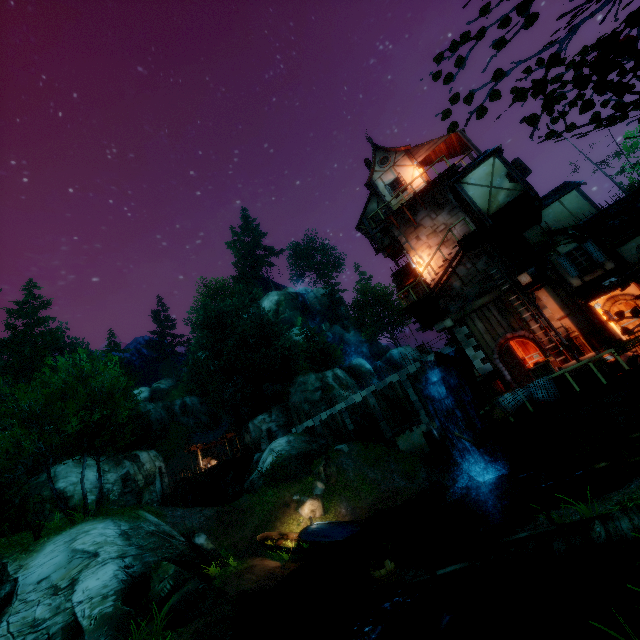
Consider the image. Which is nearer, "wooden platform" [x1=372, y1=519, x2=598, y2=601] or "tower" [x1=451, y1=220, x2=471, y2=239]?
"wooden platform" [x1=372, y1=519, x2=598, y2=601]

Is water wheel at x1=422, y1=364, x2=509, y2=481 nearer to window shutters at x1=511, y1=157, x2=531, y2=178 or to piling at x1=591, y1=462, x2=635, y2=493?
piling at x1=591, y1=462, x2=635, y2=493

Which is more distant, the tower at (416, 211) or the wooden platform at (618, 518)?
the tower at (416, 211)

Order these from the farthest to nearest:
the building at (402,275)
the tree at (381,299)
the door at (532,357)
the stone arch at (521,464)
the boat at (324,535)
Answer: the tree at (381,299)
the building at (402,275)
the boat at (324,535)
the door at (532,357)
the stone arch at (521,464)

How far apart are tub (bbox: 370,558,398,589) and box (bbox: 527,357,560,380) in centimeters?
816cm

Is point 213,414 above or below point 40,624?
above

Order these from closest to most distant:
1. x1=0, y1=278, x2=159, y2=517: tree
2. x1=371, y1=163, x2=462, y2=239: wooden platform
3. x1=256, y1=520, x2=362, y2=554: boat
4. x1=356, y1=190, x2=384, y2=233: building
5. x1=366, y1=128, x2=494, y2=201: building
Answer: x1=0, y1=278, x2=159, y2=517: tree, x1=256, y1=520, x2=362, y2=554: boat, x1=371, y1=163, x2=462, y2=239: wooden platform, x1=366, y1=128, x2=494, y2=201: building, x1=356, y1=190, x2=384, y2=233: building

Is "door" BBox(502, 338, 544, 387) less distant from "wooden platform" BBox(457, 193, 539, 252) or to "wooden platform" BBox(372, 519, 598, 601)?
"wooden platform" BBox(457, 193, 539, 252)
